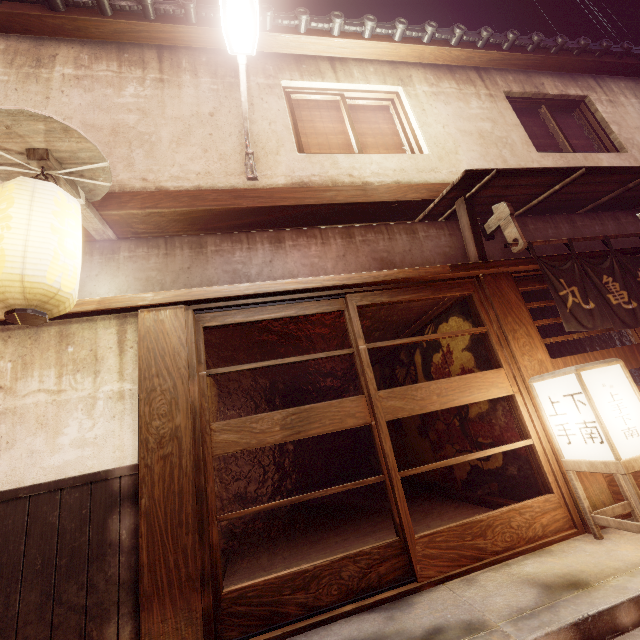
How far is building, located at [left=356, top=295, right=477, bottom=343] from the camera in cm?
855

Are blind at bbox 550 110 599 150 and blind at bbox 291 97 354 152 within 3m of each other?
no

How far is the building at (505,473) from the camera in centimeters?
732cm

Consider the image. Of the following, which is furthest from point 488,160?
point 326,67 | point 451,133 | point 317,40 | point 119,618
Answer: point 119,618

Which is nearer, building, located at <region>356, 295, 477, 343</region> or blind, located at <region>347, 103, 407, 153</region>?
building, located at <region>356, 295, 477, 343</region>

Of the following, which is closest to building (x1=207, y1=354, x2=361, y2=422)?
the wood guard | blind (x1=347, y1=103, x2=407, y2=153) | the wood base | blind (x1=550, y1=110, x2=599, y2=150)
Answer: the wood base

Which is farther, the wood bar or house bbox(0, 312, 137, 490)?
the wood bar

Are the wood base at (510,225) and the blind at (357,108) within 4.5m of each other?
yes
